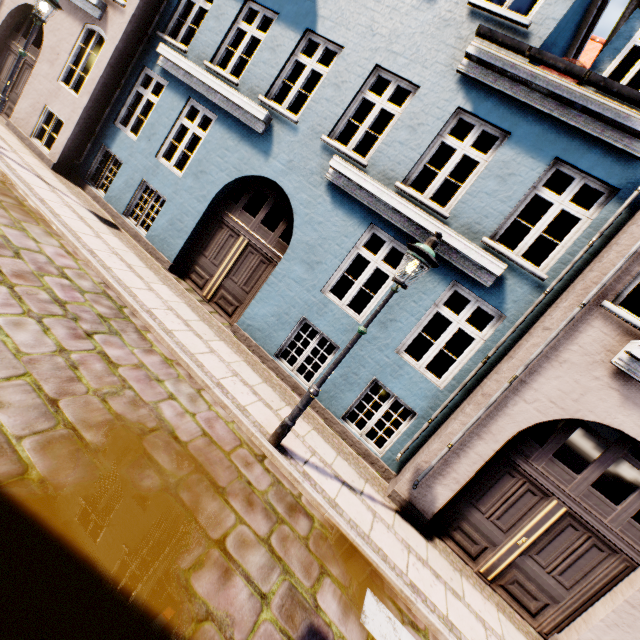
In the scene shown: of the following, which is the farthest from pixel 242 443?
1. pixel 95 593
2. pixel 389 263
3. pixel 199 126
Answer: pixel 389 263

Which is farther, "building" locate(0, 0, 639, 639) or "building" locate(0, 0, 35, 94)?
"building" locate(0, 0, 35, 94)

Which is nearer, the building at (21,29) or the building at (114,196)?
the building at (114,196)

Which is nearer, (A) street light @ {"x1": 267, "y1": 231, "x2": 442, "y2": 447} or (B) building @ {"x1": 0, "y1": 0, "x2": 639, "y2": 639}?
(A) street light @ {"x1": 267, "y1": 231, "x2": 442, "y2": 447}

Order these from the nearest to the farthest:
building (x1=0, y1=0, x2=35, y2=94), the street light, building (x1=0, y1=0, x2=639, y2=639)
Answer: the street light
building (x1=0, y1=0, x2=639, y2=639)
building (x1=0, y1=0, x2=35, y2=94)

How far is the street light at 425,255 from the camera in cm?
417

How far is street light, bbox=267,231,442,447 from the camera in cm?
417
